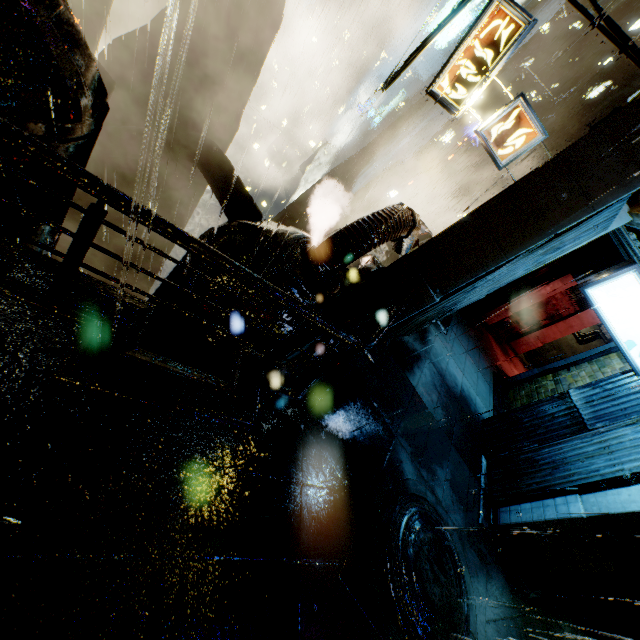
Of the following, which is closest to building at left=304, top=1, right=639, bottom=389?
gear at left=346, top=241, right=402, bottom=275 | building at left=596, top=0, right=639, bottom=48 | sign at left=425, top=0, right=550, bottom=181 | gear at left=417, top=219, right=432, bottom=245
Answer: sign at left=425, top=0, right=550, bottom=181

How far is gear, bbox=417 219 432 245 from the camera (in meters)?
17.59

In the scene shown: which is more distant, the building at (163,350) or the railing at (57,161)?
the building at (163,350)

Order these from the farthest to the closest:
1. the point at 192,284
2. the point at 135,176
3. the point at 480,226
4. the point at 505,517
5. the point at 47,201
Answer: the point at 135,176 < the point at 47,201 < the point at 505,517 < the point at 192,284 < the point at 480,226

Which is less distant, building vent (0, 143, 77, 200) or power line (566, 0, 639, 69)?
power line (566, 0, 639, 69)

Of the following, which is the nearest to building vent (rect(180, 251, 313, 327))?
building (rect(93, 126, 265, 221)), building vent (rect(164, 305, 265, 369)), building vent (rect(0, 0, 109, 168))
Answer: building vent (rect(164, 305, 265, 369))

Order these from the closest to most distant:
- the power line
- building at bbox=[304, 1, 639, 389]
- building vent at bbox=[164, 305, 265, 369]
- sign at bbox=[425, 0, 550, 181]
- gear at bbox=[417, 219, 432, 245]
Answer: the power line → building at bbox=[304, 1, 639, 389] → building vent at bbox=[164, 305, 265, 369] → sign at bbox=[425, 0, 550, 181] → gear at bbox=[417, 219, 432, 245]

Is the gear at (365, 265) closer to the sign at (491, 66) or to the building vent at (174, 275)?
the building vent at (174, 275)
